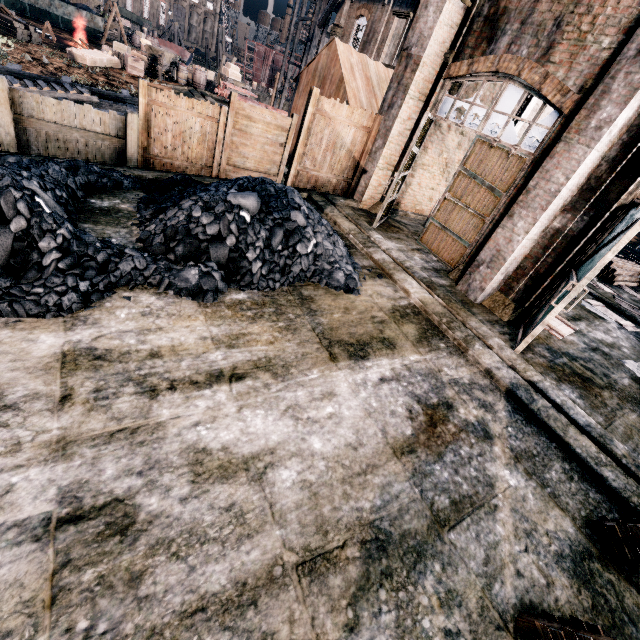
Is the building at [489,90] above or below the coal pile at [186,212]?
above

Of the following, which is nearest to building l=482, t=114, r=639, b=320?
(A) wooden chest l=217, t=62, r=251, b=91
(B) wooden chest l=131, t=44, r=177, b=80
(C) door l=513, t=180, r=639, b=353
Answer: (B) wooden chest l=131, t=44, r=177, b=80

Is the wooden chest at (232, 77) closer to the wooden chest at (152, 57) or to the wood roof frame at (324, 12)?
the wood roof frame at (324, 12)

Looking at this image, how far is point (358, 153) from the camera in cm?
1192

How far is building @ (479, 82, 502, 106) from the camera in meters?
11.8

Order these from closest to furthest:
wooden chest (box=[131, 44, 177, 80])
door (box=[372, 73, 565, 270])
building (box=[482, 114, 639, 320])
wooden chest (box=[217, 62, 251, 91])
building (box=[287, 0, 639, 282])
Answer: building (box=[482, 114, 639, 320]) < building (box=[287, 0, 639, 282]) < door (box=[372, 73, 565, 270]) < wooden chest (box=[131, 44, 177, 80]) < wooden chest (box=[217, 62, 251, 91])

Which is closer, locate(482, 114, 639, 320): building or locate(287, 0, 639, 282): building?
locate(482, 114, 639, 320): building
